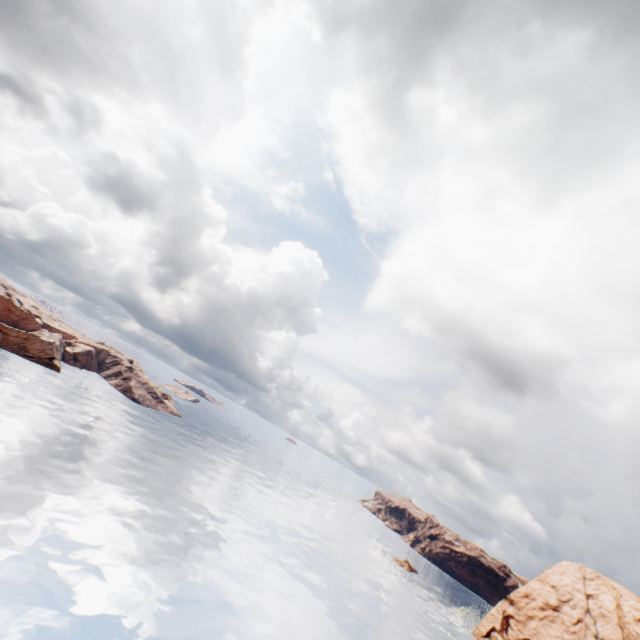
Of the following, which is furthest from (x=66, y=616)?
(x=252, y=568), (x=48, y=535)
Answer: (x=252, y=568)
